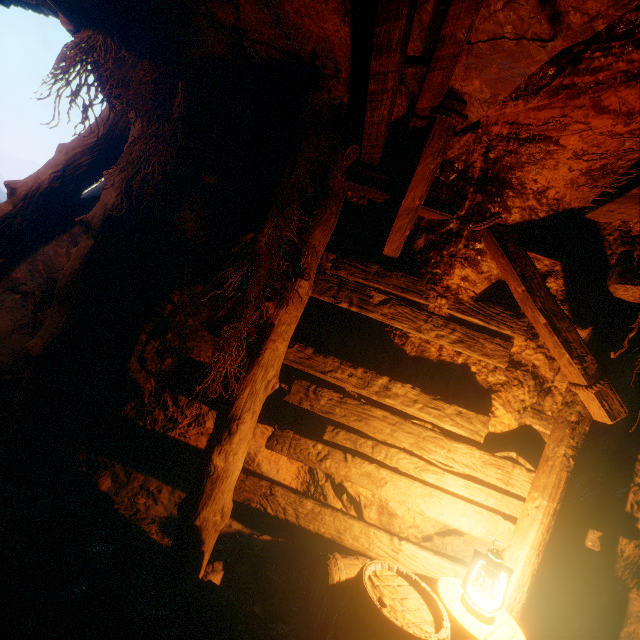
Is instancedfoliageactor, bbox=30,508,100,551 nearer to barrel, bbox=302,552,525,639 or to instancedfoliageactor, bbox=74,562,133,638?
instancedfoliageactor, bbox=74,562,133,638

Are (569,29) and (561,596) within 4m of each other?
no

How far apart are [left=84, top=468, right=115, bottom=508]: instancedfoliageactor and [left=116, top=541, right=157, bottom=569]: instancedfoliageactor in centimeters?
53cm

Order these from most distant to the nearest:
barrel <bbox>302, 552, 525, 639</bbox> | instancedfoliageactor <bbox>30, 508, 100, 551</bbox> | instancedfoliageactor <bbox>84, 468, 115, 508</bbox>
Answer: instancedfoliageactor <bbox>84, 468, 115, 508</bbox> < instancedfoliageactor <bbox>30, 508, 100, 551</bbox> < barrel <bbox>302, 552, 525, 639</bbox>

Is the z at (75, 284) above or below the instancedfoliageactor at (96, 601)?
above

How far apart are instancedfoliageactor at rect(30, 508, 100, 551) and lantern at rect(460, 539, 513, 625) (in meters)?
3.05

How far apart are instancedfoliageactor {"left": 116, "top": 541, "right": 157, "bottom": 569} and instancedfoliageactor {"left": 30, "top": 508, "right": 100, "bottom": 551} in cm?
27

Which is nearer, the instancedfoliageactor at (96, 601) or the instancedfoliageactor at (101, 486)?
the instancedfoliageactor at (96, 601)
